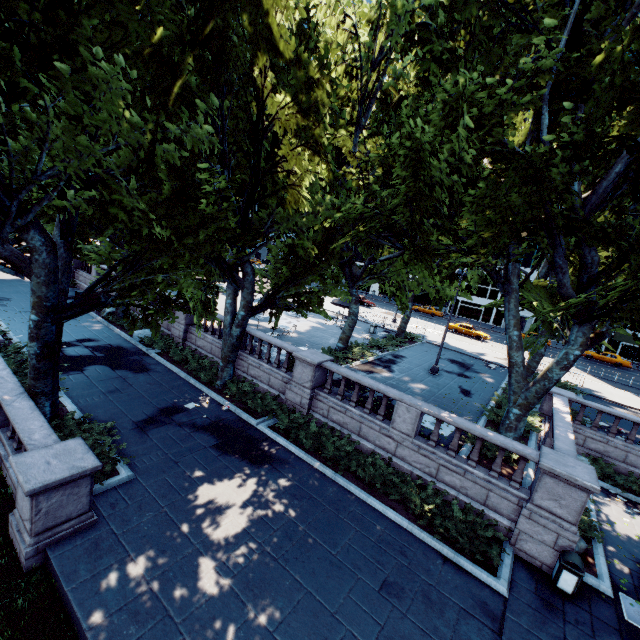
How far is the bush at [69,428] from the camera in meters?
9.7

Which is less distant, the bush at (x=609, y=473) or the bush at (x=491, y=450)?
the bush at (x=491, y=450)

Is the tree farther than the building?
No

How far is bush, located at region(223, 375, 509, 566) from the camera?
9.93m

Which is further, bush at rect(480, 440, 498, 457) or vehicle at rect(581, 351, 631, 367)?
vehicle at rect(581, 351, 631, 367)

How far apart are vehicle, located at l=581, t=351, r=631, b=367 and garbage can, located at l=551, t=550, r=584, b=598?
44.0m

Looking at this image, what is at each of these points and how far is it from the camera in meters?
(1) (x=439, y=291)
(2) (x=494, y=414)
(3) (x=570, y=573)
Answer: (1) tree, 16.0
(2) bush, 16.3
(3) garbage can, 8.9

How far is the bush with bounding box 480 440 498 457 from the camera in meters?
12.3
